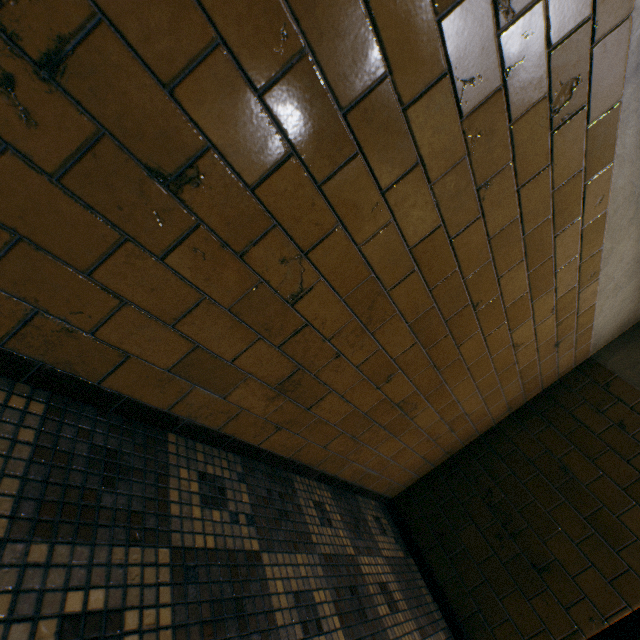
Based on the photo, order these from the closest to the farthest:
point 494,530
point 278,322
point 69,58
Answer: point 69,58 < point 278,322 < point 494,530
